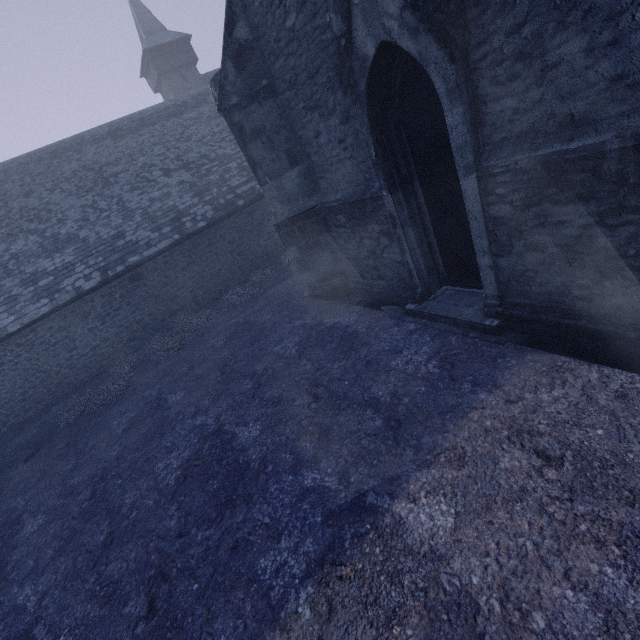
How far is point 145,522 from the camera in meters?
4.9
